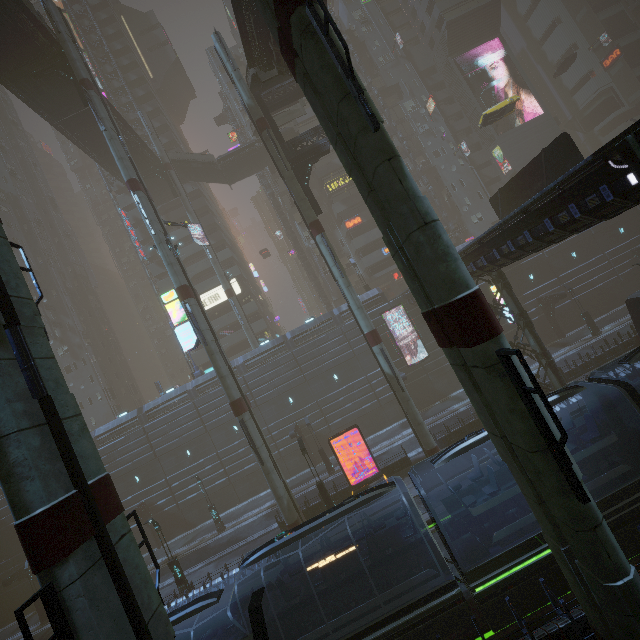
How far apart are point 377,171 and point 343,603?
14.7 meters

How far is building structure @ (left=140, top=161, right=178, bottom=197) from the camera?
40.84m

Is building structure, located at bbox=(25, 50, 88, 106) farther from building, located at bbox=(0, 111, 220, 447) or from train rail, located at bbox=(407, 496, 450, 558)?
train rail, located at bbox=(407, 496, 450, 558)

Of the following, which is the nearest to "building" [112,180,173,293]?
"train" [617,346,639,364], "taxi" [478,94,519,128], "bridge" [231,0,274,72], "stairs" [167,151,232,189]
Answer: "bridge" [231,0,274,72]

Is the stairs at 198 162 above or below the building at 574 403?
above

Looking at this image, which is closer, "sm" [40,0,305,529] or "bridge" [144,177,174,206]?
"sm" [40,0,305,529]

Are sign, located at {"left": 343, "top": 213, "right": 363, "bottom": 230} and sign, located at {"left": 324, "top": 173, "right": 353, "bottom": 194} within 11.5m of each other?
yes

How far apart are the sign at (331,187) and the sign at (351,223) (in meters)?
4.34
